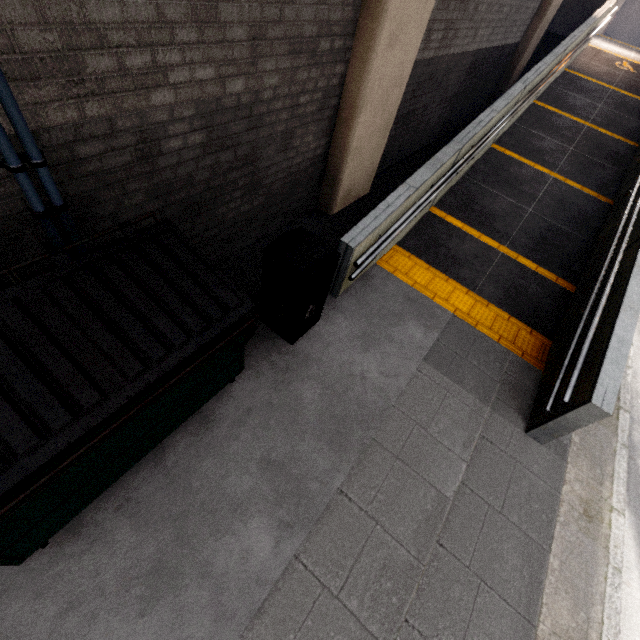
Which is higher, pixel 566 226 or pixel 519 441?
pixel 566 226

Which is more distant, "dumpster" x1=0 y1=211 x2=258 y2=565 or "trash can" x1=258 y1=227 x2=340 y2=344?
"trash can" x1=258 y1=227 x2=340 y2=344

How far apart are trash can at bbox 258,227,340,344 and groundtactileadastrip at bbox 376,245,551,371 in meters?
1.5

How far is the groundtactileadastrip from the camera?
4.6m

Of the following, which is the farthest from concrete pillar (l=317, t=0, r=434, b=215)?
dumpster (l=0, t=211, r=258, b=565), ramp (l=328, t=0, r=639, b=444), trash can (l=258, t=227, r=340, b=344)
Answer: dumpster (l=0, t=211, r=258, b=565)

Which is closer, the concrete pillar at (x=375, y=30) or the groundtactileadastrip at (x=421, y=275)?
the concrete pillar at (x=375, y=30)

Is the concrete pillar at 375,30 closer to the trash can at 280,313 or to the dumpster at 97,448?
the trash can at 280,313

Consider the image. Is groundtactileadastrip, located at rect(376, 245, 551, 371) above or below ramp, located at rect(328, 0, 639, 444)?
below
